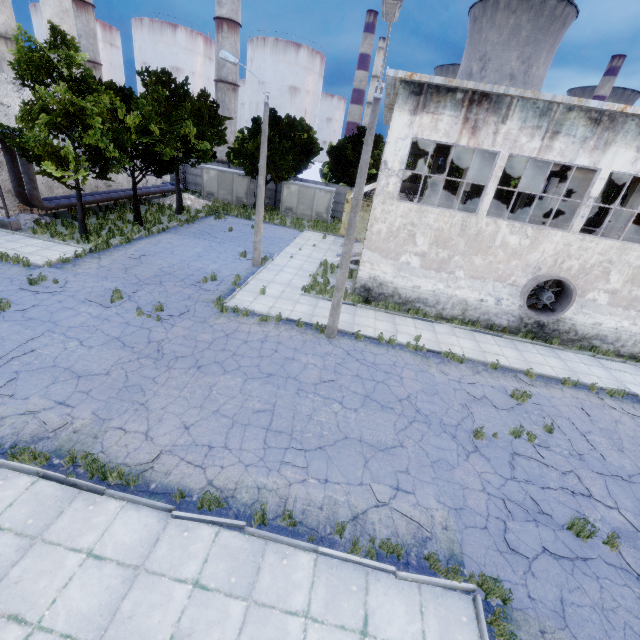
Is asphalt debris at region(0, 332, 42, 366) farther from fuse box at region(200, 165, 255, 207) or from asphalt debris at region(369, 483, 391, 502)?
fuse box at region(200, 165, 255, 207)

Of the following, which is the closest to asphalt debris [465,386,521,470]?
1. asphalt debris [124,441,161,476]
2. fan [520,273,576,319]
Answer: fan [520,273,576,319]

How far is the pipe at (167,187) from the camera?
28.94m

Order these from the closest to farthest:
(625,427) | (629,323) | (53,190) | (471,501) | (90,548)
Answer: (90,548) < (471,501) < (625,427) < (629,323) < (53,190)

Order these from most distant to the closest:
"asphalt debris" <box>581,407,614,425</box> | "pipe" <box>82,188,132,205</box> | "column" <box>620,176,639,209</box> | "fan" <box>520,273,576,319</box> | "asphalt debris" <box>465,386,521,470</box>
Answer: "pipe" <box>82,188,132,205</box>, "column" <box>620,176,639,209</box>, "fan" <box>520,273,576,319</box>, "asphalt debris" <box>581,407,614,425</box>, "asphalt debris" <box>465,386,521,470</box>

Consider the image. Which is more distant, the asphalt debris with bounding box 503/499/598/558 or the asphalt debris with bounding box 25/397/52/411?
the asphalt debris with bounding box 25/397/52/411

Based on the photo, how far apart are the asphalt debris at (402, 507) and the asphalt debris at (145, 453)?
5.0m

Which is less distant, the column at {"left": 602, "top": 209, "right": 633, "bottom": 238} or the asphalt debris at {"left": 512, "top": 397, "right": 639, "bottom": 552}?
the asphalt debris at {"left": 512, "top": 397, "right": 639, "bottom": 552}
